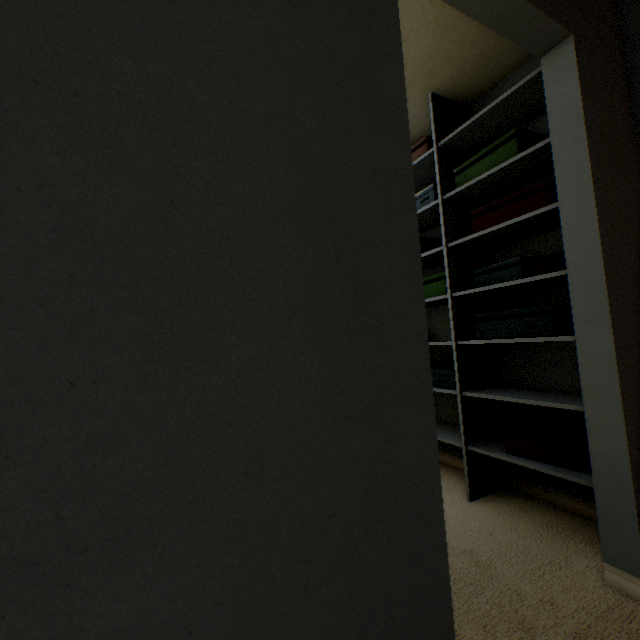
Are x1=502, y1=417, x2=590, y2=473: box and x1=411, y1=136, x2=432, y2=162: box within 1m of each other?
no

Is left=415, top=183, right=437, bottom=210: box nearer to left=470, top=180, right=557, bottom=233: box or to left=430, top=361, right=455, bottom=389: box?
left=470, top=180, right=557, bottom=233: box

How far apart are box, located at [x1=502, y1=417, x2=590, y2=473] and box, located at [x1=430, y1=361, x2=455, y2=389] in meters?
0.3 m

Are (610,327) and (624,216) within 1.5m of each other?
yes

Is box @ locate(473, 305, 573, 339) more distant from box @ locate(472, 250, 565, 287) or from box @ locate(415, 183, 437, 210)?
box @ locate(415, 183, 437, 210)

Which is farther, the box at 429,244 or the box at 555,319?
the box at 429,244

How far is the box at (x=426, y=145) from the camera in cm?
216

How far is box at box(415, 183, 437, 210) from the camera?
2.1 meters
